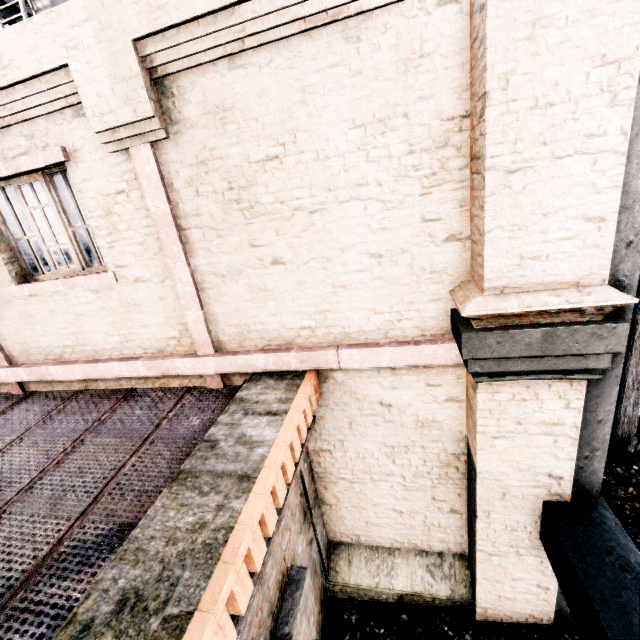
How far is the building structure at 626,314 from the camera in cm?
315

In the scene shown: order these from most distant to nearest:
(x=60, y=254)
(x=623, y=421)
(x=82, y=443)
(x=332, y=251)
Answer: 1. (x=623, y=421)
2. (x=60, y=254)
3. (x=82, y=443)
4. (x=332, y=251)

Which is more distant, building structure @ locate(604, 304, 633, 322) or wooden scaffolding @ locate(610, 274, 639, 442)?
wooden scaffolding @ locate(610, 274, 639, 442)

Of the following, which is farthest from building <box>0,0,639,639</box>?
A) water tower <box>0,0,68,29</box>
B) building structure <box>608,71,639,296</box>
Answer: water tower <box>0,0,68,29</box>

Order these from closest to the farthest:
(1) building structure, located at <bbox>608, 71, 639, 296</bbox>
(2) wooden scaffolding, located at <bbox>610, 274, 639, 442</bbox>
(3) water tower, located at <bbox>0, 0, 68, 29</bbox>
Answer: (1) building structure, located at <bbox>608, 71, 639, 296</bbox>
(2) wooden scaffolding, located at <bbox>610, 274, 639, 442</bbox>
(3) water tower, located at <bbox>0, 0, 68, 29</bbox>

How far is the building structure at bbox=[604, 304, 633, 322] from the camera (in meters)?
3.15

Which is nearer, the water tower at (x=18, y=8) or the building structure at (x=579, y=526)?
the building structure at (x=579, y=526)

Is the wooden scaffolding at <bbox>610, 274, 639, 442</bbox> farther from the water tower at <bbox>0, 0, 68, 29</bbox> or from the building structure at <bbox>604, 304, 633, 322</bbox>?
the water tower at <bbox>0, 0, 68, 29</bbox>
